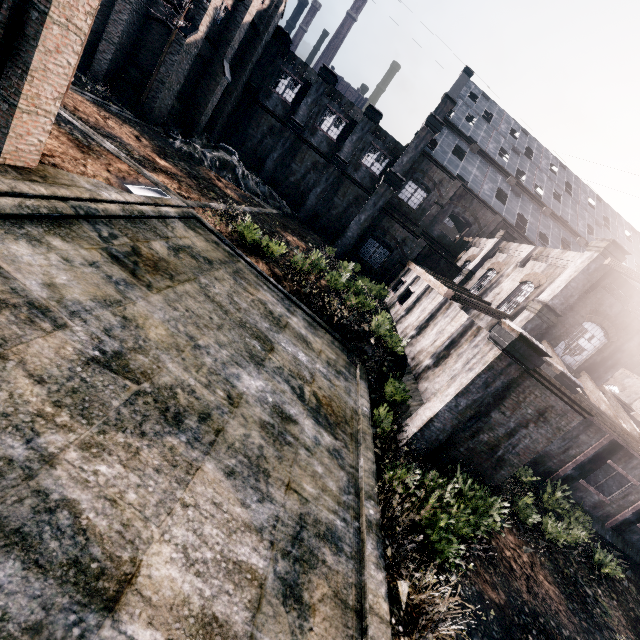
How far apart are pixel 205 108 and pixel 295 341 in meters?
31.6

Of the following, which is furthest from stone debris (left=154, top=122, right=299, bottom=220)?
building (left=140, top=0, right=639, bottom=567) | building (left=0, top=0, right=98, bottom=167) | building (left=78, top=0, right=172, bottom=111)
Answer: building (left=0, top=0, right=98, bottom=167)

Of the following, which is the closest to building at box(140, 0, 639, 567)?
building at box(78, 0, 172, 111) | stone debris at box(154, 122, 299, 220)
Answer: stone debris at box(154, 122, 299, 220)

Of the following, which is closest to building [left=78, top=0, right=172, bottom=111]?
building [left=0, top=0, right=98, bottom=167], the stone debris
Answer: the stone debris

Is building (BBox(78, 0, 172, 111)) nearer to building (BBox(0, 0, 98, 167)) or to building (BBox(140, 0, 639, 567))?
building (BBox(0, 0, 98, 167))

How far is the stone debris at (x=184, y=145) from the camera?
28.7 meters

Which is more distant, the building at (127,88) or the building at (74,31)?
the building at (127,88)

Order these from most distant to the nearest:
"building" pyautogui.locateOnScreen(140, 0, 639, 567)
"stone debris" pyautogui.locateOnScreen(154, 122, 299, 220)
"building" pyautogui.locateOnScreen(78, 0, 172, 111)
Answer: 1. "stone debris" pyautogui.locateOnScreen(154, 122, 299, 220)
2. "building" pyautogui.locateOnScreen(78, 0, 172, 111)
3. "building" pyautogui.locateOnScreen(140, 0, 639, 567)
